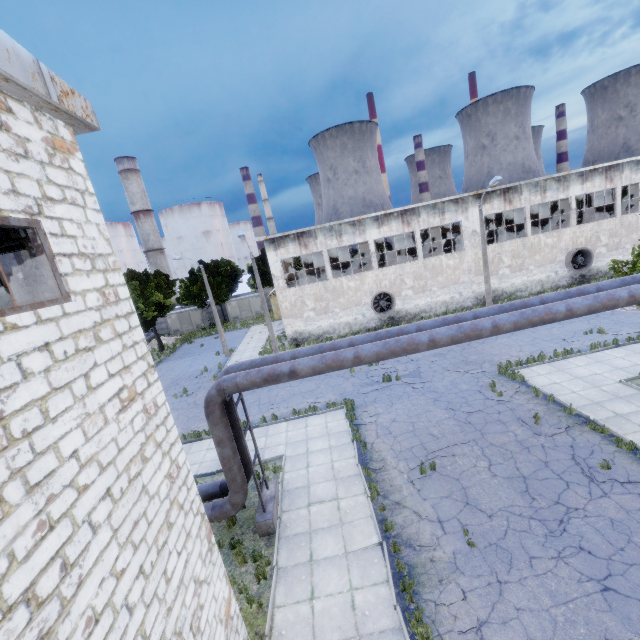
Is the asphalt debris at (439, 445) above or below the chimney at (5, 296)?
below

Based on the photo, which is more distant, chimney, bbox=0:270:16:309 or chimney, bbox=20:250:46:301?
chimney, bbox=0:270:16:309

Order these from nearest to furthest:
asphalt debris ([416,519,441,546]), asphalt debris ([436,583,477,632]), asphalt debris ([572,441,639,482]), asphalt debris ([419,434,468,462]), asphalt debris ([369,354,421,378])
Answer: asphalt debris ([436,583,477,632]) → asphalt debris ([416,519,441,546]) → asphalt debris ([572,441,639,482]) → asphalt debris ([419,434,468,462]) → asphalt debris ([369,354,421,378])

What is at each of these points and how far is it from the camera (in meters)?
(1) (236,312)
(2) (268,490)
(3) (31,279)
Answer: (1) fuse box, 47.53
(2) pipe holder, 11.27
(3) chimney, 45.34

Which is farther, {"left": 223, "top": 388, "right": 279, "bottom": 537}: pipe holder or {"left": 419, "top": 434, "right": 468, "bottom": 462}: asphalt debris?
{"left": 419, "top": 434, "right": 468, "bottom": 462}: asphalt debris

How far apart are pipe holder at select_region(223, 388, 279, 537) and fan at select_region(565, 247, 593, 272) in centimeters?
3084cm

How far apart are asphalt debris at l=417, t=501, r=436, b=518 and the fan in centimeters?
2825cm

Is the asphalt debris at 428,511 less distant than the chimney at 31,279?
Yes
